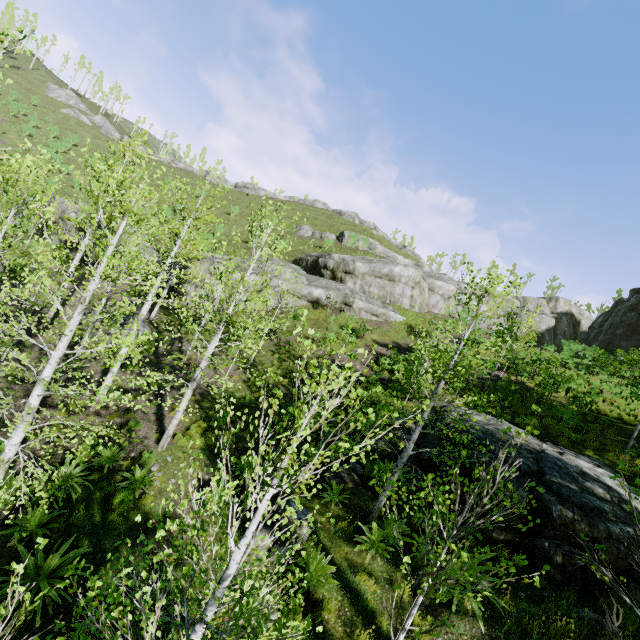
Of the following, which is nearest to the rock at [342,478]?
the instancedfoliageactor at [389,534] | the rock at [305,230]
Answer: the instancedfoliageactor at [389,534]

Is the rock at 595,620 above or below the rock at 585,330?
below

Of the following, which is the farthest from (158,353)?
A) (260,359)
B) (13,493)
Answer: (13,493)

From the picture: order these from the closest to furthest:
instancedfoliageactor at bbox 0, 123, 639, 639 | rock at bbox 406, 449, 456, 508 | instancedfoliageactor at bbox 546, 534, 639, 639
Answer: instancedfoliageactor at bbox 0, 123, 639, 639 < instancedfoliageactor at bbox 546, 534, 639, 639 < rock at bbox 406, 449, 456, 508

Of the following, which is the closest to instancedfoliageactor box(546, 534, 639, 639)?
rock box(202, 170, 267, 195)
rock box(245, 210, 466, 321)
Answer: rock box(245, 210, 466, 321)

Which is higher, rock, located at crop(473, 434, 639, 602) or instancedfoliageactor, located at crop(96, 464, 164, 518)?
rock, located at crop(473, 434, 639, 602)

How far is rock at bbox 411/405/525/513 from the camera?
8.3 meters

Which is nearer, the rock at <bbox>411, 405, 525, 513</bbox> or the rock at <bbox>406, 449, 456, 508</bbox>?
the rock at <bbox>411, 405, 525, 513</bbox>
